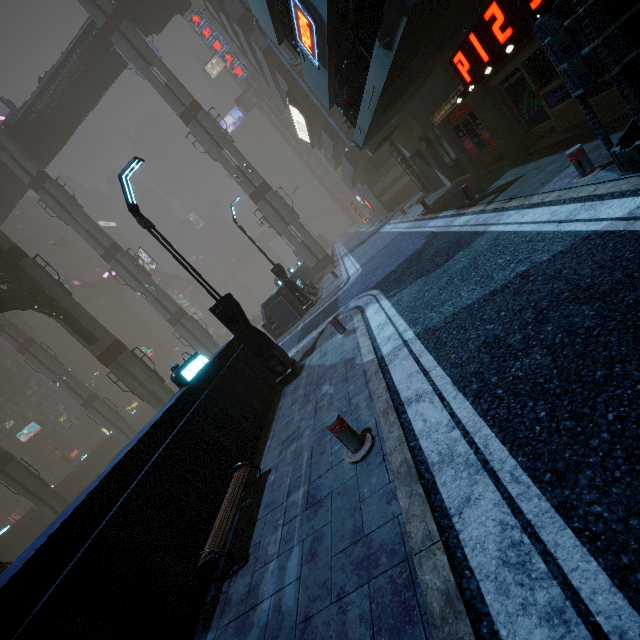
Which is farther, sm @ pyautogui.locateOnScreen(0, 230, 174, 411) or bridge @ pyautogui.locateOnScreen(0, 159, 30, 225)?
bridge @ pyautogui.locateOnScreen(0, 159, 30, 225)

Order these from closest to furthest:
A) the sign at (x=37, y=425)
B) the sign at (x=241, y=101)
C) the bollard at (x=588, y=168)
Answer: the bollard at (x=588, y=168)
the sign at (x=37, y=425)
the sign at (x=241, y=101)

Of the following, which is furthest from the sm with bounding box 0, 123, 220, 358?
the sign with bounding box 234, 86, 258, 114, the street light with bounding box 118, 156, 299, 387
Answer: the sign with bounding box 234, 86, 258, 114

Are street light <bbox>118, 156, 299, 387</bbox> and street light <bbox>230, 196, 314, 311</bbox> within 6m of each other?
no

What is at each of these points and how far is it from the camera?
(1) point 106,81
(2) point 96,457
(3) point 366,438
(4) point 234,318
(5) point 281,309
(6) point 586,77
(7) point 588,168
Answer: (1) bridge, 33.2m
(2) building, 47.1m
(3) bollard, 4.2m
(4) street light, 8.7m
(5) building, 17.2m
(6) building structure, 4.3m
(7) bollard, 5.7m

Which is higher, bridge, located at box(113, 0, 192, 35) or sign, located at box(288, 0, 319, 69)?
bridge, located at box(113, 0, 192, 35)

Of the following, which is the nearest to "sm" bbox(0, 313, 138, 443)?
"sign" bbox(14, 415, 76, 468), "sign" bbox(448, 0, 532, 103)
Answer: "sign" bbox(14, 415, 76, 468)

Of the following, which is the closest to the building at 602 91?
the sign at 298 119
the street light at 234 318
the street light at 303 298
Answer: the sign at 298 119
